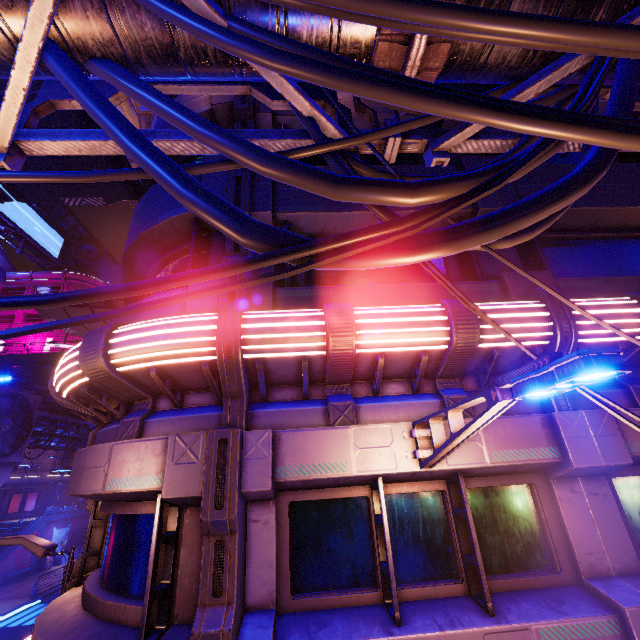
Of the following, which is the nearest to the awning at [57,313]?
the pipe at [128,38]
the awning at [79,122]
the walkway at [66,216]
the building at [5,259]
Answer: the awning at [79,122]

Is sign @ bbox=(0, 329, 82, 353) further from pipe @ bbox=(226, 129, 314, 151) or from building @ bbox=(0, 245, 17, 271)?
pipe @ bbox=(226, 129, 314, 151)

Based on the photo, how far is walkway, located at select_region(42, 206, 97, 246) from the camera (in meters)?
50.19

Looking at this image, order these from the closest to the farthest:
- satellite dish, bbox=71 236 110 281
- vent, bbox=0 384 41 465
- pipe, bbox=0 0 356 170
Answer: pipe, bbox=0 0 356 170 → vent, bbox=0 384 41 465 → satellite dish, bbox=71 236 110 281

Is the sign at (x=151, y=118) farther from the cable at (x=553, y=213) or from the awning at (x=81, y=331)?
the cable at (x=553, y=213)

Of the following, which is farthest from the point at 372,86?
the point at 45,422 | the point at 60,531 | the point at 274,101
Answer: the point at 60,531

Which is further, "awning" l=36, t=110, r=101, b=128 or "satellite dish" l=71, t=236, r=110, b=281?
"satellite dish" l=71, t=236, r=110, b=281

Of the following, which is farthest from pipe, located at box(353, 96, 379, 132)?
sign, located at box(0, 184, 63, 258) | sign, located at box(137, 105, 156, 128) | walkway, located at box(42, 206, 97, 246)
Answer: sign, located at box(0, 184, 63, 258)
